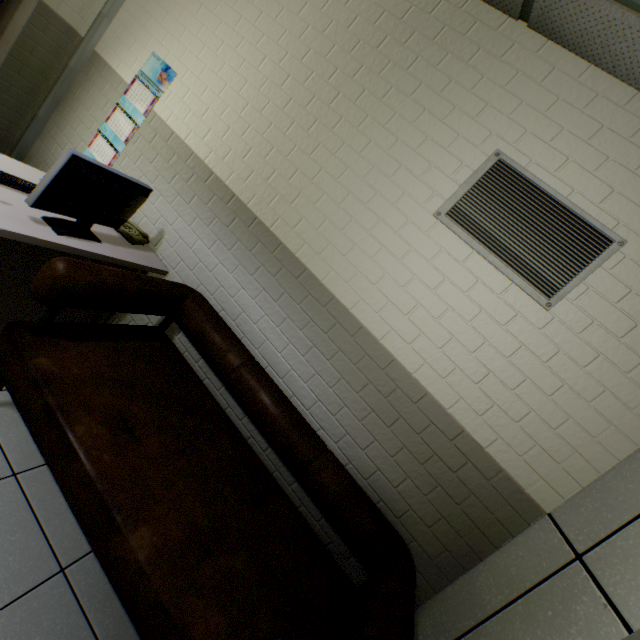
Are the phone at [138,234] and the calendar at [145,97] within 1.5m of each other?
yes

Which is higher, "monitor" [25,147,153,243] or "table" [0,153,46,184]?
"monitor" [25,147,153,243]

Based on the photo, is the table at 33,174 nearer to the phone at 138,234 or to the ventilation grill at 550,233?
the phone at 138,234

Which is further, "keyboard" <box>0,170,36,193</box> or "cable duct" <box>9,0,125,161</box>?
"cable duct" <box>9,0,125,161</box>

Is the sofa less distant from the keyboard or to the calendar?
the keyboard

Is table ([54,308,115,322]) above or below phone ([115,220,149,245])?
below

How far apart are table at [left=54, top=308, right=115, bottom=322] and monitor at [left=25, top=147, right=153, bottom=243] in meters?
0.0 m

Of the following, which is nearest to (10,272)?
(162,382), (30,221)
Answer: (30,221)
